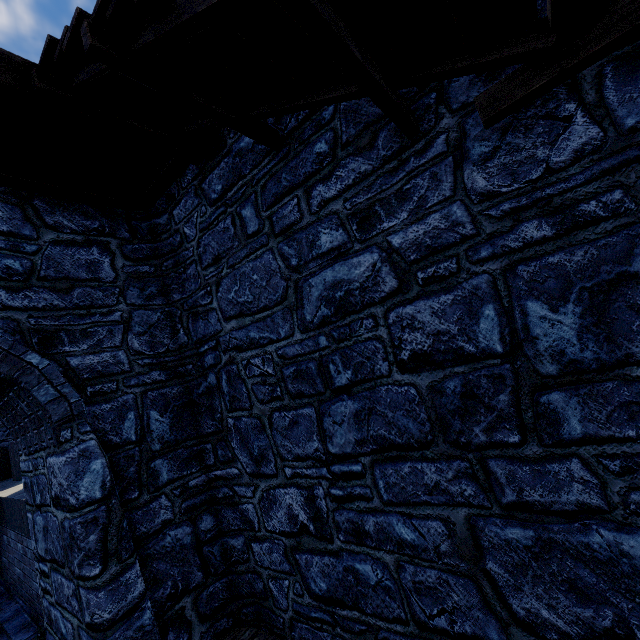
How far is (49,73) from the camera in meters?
2.9
